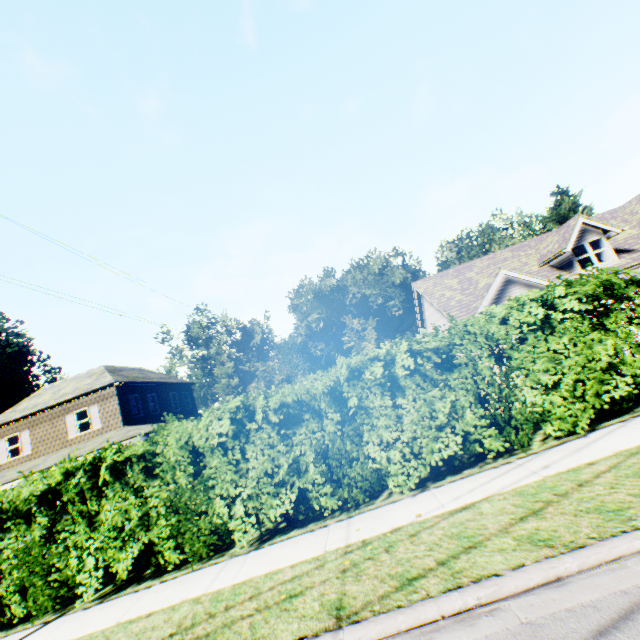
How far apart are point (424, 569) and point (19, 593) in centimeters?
1160cm
